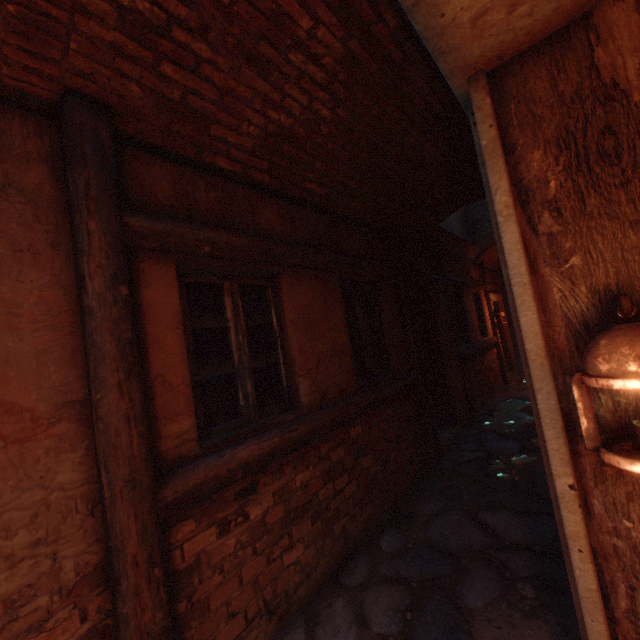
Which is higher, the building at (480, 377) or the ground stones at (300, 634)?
the building at (480, 377)

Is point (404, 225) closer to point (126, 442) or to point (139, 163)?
point (139, 163)

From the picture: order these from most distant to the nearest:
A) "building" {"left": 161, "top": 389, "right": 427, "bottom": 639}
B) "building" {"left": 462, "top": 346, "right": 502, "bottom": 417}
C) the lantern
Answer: "building" {"left": 462, "top": 346, "right": 502, "bottom": 417}
"building" {"left": 161, "top": 389, "right": 427, "bottom": 639}
the lantern

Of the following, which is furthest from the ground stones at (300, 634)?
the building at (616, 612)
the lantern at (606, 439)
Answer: the lantern at (606, 439)

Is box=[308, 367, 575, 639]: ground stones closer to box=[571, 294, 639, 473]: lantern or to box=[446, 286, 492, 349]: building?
box=[446, 286, 492, 349]: building

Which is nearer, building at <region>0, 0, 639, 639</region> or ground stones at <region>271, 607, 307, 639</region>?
building at <region>0, 0, 639, 639</region>

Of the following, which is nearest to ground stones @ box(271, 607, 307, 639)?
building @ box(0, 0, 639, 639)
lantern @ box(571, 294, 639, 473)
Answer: building @ box(0, 0, 639, 639)
